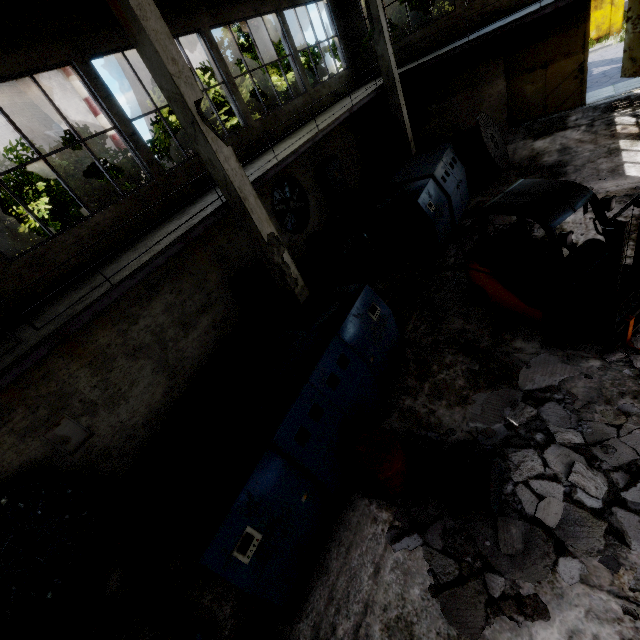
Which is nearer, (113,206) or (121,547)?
(121,547)

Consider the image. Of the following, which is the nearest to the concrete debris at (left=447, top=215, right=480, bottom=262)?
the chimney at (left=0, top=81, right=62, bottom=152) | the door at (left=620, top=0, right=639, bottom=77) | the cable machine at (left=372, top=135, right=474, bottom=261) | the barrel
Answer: the cable machine at (left=372, top=135, right=474, bottom=261)

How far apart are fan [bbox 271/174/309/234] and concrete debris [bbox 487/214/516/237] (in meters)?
5.70

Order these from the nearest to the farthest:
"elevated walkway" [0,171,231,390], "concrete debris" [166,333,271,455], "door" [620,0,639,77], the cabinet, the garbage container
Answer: "elevated walkway" [0,171,231,390] → "concrete debris" [166,333,271,455] → the cabinet → "door" [620,0,639,77] → the garbage container

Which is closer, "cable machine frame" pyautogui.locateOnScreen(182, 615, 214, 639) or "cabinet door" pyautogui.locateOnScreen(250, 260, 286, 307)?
"cable machine frame" pyautogui.locateOnScreen(182, 615, 214, 639)

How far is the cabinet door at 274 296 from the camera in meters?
10.2

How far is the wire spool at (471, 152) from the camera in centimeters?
1048cm

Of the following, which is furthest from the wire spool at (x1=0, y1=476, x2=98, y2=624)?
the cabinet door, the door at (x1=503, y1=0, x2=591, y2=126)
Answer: the door at (x1=503, y1=0, x2=591, y2=126)
